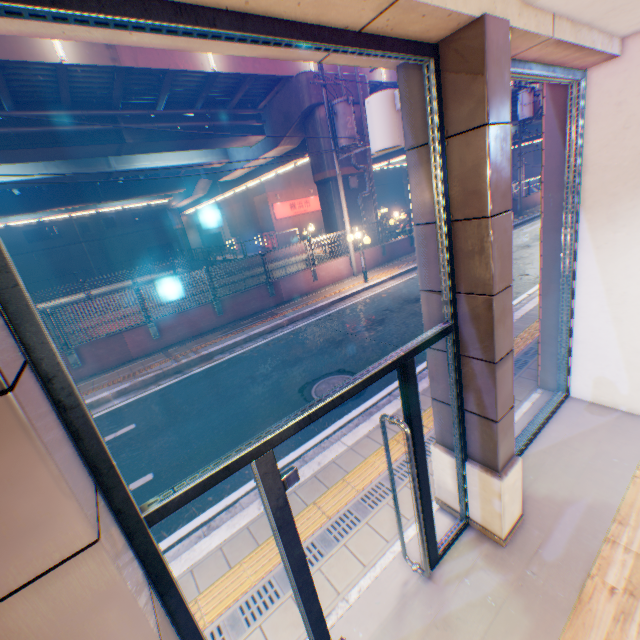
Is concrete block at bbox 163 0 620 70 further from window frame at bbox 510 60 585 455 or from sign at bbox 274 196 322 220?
sign at bbox 274 196 322 220

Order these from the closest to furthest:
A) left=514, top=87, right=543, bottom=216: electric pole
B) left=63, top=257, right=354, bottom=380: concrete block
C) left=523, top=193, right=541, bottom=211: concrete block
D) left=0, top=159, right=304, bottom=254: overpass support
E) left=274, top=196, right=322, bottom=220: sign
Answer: left=63, top=257, right=354, bottom=380: concrete block, left=514, top=87, right=543, bottom=216: electric pole, left=0, top=159, right=304, bottom=254: overpass support, left=523, top=193, right=541, bottom=211: concrete block, left=274, top=196, right=322, bottom=220: sign

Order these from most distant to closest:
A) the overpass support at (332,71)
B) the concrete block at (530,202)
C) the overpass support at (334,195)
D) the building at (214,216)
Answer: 1. the building at (214,216)
2. the concrete block at (530,202)
3. the overpass support at (334,195)
4. the overpass support at (332,71)

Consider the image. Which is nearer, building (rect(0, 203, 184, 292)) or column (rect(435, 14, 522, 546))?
column (rect(435, 14, 522, 546))

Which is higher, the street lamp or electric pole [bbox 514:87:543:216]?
electric pole [bbox 514:87:543:216]

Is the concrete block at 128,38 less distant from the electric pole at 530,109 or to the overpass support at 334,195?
the overpass support at 334,195

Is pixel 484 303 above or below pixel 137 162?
below

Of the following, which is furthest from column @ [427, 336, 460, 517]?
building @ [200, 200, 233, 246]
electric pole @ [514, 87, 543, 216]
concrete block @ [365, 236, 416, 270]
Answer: building @ [200, 200, 233, 246]
